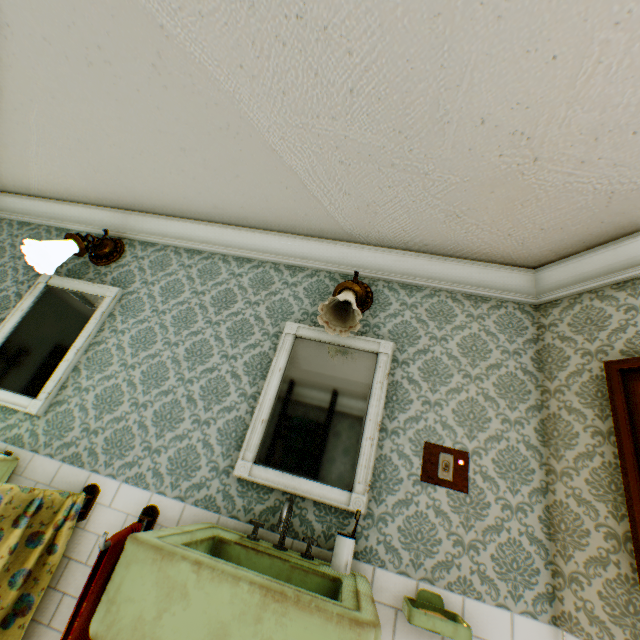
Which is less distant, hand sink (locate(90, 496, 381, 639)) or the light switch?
hand sink (locate(90, 496, 381, 639))

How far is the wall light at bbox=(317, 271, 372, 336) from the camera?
1.9 meters

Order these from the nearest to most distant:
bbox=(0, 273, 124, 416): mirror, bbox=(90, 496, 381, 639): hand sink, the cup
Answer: bbox=(90, 496, 381, 639): hand sink → the cup → bbox=(0, 273, 124, 416): mirror

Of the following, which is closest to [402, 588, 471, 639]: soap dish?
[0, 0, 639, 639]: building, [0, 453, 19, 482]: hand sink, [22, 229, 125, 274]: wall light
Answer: [0, 0, 639, 639]: building

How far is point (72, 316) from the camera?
2.52m

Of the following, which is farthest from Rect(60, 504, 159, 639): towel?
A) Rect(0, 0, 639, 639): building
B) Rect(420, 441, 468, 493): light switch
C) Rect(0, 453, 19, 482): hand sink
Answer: Rect(420, 441, 468, 493): light switch

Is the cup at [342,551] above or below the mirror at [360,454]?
below

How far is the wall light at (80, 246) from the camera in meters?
2.3 m
